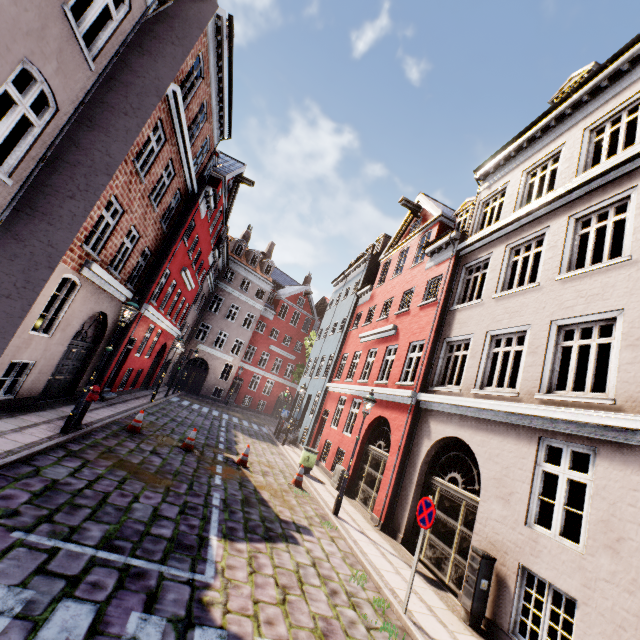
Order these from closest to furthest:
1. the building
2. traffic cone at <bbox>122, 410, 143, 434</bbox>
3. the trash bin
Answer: the building → traffic cone at <bbox>122, 410, 143, 434</bbox> → the trash bin

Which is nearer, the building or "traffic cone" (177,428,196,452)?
the building

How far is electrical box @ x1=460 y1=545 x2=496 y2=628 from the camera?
6.2 meters

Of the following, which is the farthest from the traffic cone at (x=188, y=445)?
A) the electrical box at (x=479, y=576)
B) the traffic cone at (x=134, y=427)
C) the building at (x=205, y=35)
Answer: the electrical box at (x=479, y=576)

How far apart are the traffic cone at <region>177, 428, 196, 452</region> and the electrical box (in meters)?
8.84

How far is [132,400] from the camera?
16.09m

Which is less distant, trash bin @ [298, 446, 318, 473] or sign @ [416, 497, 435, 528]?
sign @ [416, 497, 435, 528]

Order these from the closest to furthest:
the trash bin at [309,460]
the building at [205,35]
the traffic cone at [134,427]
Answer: the building at [205,35] < the traffic cone at [134,427] < the trash bin at [309,460]
